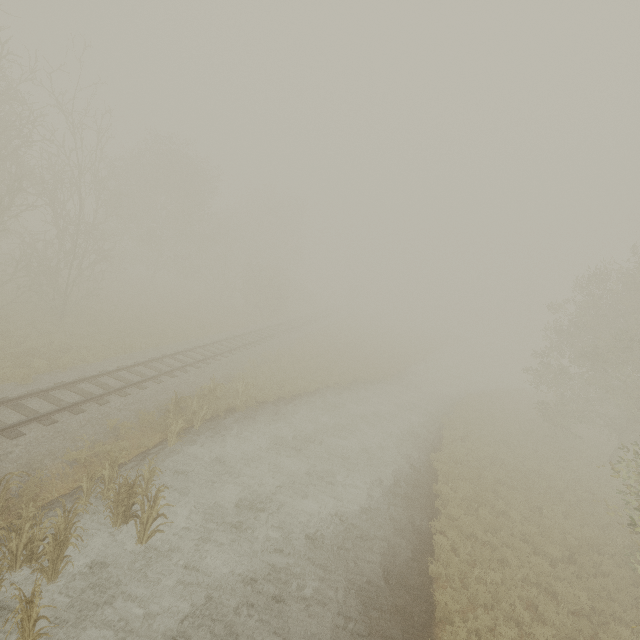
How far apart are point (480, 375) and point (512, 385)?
3.8m

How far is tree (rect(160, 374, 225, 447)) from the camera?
12.3m

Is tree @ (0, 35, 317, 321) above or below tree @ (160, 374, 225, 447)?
above

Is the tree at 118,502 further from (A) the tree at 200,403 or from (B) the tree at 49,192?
(A) the tree at 200,403

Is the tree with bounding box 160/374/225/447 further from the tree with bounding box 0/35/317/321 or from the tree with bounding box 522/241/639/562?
the tree with bounding box 0/35/317/321

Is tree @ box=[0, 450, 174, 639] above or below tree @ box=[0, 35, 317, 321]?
below
